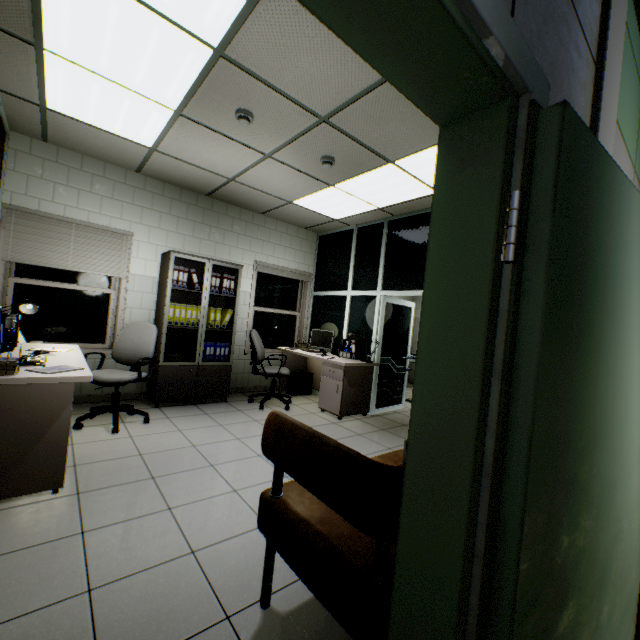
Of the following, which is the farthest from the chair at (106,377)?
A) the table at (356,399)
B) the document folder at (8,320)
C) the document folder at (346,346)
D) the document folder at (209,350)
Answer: the document folder at (346,346)

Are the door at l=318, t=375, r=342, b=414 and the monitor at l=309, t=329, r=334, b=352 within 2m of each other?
yes

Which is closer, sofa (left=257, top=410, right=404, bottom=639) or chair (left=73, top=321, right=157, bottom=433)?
sofa (left=257, top=410, right=404, bottom=639)

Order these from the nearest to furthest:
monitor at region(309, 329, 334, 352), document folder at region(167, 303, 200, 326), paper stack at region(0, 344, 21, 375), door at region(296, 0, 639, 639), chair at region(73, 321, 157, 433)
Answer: door at region(296, 0, 639, 639) → paper stack at region(0, 344, 21, 375) → chair at region(73, 321, 157, 433) → document folder at region(167, 303, 200, 326) → monitor at region(309, 329, 334, 352)

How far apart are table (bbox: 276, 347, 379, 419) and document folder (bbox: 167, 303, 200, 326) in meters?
1.6

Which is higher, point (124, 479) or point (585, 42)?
point (585, 42)

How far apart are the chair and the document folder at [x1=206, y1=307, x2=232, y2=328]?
1.49m

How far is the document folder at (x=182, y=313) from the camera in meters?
4.7 m
